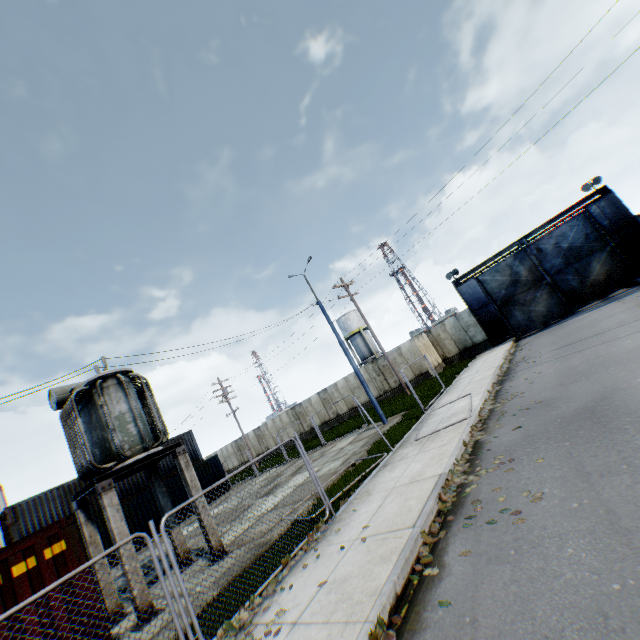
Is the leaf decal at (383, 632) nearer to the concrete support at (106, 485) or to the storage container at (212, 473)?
the concrete support at (106, 485)

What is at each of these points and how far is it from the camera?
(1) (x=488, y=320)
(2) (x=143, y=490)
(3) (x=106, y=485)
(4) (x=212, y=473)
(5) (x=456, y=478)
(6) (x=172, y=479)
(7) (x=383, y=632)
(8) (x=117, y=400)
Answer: (1) metal gate, 25.20m
(2) storage container, 24.00m
(3) concrete support, 8.49m
(4) storage container, 25.64m
(5) leaf decal, 6.88m
(6) storage container, 23.41m
(7) leaf decal, 3.86m
(8) electrical compensator, 9.84m

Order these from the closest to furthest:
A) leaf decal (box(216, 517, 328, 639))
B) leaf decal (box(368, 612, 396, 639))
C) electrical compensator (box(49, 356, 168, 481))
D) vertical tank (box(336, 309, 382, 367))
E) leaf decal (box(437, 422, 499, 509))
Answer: leaf decal (box(368, 612, 396, 639))
leaf decal (box(216, 517, 328, 639))
leaf decal (box(437, 422, 499, 509))
electrical compensator (box(49, 356, 168, 481))
vertical tank (box(336, 309, 382, 367))

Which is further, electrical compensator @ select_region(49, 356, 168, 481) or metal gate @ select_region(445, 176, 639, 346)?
metal gate @ select_region(445, 176, 639, 346)

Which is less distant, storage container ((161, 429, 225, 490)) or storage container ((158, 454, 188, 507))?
storage container ((158, 454, 188, 507))

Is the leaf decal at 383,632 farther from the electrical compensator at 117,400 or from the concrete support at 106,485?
the electrical compensator at 117,400

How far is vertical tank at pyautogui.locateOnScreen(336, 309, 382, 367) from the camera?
47.8m

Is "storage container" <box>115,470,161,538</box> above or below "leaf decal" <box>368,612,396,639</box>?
above
